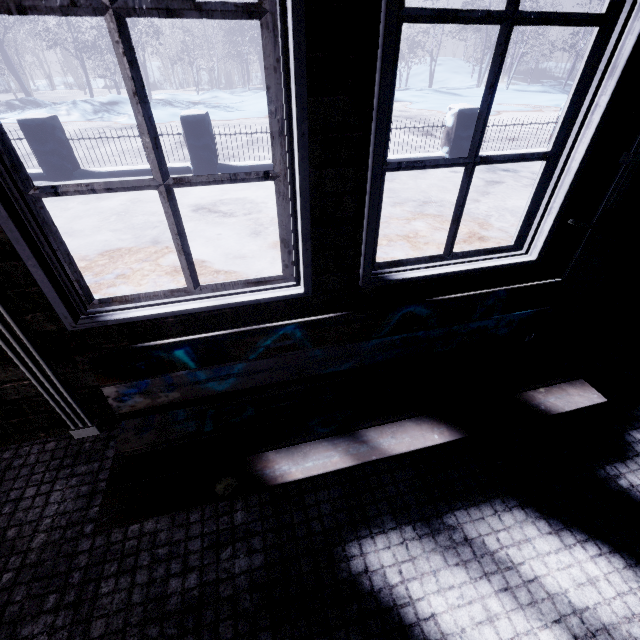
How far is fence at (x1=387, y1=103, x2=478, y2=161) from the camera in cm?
579

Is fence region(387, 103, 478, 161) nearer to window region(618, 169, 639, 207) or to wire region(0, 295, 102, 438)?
window region(618, 169, 639, 207)

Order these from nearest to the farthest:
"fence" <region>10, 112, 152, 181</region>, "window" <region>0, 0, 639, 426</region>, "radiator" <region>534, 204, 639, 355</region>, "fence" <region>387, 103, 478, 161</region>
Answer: "window" <region>0, 0, 639, 426</region>
"radiator" <region>534, 204, 639, 355</region>
"fence" <region>10, 112, 152, 181</region>
"fence" <region>387, 103, 478, 161</region>

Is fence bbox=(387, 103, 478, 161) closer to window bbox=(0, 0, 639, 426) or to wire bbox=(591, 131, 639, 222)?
window bbox=(0, 0, 639, 426)

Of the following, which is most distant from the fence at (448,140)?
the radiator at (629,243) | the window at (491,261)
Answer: the radiator at (629,243)

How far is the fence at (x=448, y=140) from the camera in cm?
579

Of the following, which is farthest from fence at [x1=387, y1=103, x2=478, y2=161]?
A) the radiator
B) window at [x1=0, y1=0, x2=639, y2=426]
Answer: the radiator

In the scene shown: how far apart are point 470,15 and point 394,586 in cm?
178
